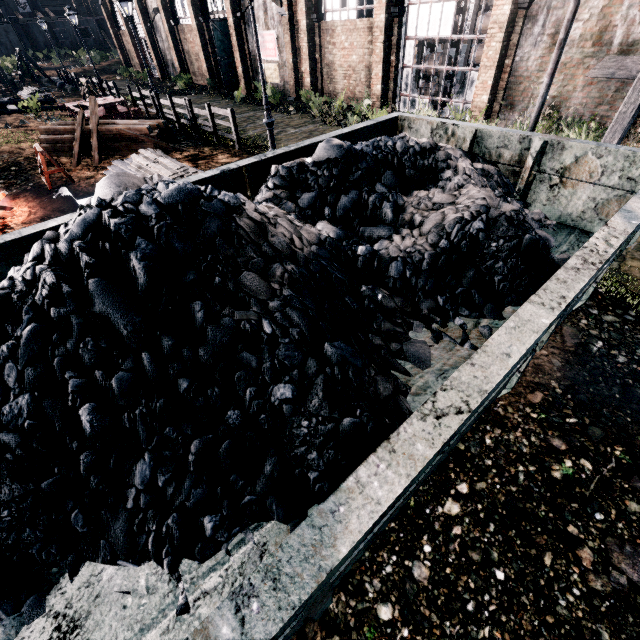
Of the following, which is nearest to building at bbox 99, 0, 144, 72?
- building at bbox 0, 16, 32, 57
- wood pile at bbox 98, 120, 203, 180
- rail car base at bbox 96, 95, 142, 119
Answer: building at bbox 0, 16, 32, 57

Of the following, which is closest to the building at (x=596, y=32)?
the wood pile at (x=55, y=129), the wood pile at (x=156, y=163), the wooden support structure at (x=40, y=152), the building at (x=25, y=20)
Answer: the building at (x=25, y=20)

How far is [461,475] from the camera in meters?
3.9

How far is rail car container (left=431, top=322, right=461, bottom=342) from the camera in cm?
435

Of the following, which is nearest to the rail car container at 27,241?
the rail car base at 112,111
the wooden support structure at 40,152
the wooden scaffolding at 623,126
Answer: the wooden scaffolding at 623,126

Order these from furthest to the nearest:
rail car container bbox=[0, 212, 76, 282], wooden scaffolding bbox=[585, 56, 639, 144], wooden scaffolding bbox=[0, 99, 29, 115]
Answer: wooden scaffolding bbox=[0, 99, 29, 115] → wooden scaffolding bbox=[585, 56, 639, 144] → rail car container bbox=[0, 212, 76, 282]

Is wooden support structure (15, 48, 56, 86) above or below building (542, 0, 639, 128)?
above

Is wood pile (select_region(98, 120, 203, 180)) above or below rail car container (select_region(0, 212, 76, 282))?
below
